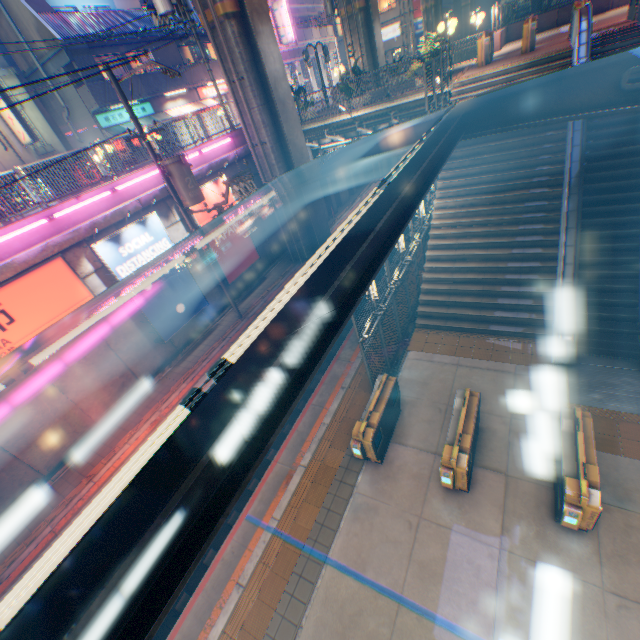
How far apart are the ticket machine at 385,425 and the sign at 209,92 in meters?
28.8 m

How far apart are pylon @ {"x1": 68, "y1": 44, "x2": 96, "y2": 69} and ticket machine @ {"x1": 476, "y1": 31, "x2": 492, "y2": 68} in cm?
2101

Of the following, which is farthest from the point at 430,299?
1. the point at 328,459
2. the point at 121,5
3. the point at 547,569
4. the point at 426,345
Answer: the point at 121,5

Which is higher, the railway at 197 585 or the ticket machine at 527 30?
the ticket machine at 527 30

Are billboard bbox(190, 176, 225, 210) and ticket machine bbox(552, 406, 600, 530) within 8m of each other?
no

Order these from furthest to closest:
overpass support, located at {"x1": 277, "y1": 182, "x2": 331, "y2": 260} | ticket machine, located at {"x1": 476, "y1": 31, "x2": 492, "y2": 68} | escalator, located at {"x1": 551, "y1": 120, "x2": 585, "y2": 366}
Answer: overpass support, located at {"x1": 277, "y1": 182, "x2": 331, "y2": 260} < ticket machine, located at {"x1": 476, "y1": 31, "x2": 492, "y2": 68} < escalator, located at {"x1": 551, "y1": 120, "x2": 585, "y2": 366}

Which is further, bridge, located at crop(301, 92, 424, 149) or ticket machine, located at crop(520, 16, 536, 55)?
bridge, located at crop(301, 92, 424, 149)

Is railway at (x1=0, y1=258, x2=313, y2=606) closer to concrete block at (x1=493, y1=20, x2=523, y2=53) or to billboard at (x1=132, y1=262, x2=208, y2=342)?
billboard at (x1=132, y1=262, x2=208, y2=342)
